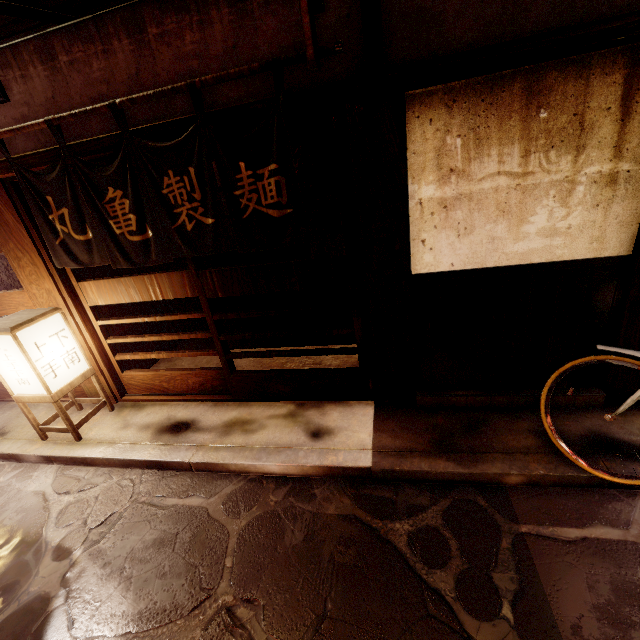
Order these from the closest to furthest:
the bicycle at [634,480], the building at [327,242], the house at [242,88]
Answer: the bicycle at [634,480] → the house at [242,88] → the building at [327,242]

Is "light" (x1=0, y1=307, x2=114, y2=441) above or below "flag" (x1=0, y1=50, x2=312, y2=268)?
below

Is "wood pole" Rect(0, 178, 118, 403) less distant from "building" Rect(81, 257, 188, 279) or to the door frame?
the door frame

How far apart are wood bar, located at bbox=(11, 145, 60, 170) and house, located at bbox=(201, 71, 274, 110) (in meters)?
0.23

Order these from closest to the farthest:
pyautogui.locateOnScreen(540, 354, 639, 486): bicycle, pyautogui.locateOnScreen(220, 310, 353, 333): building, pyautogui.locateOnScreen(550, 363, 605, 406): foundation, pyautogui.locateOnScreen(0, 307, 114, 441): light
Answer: pyautogui.locateOnScreen(540, 354, 639, 486): bicycle, pyautogui.locateOnScreen(550, 363, 605, 406): foundation, pyautogui.locateOnScreen(0, 307, 114, 441): light, pyautogui.locateOnScreen(220, 310, 353, 333): building

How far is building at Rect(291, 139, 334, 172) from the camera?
11.41m

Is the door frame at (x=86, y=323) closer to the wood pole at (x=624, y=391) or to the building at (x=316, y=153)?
the building at (x=316, y=153)

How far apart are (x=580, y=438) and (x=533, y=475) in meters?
1.1 m
